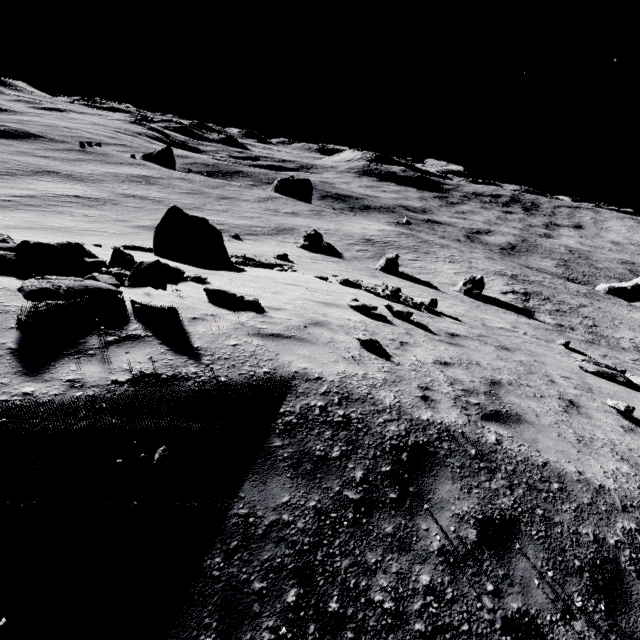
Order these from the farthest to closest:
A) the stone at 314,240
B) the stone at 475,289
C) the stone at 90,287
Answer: the stone at 314,240, the stone at 475,289, the stone at 90,287

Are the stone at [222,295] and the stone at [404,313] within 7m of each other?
yes

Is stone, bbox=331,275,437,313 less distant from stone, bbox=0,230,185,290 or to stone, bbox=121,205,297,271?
stone, bbox=121,205,297,271

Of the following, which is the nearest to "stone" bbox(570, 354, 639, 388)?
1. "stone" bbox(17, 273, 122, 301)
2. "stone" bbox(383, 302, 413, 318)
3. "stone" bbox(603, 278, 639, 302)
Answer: "stone" bbox(383, 302, 413, 318)

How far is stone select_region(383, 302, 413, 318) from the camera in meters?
10.7 m

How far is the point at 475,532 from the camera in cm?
338

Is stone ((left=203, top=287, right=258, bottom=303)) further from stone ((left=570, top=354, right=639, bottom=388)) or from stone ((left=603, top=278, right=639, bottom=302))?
stone ((left=603, top=278, right=639, bottom=302))

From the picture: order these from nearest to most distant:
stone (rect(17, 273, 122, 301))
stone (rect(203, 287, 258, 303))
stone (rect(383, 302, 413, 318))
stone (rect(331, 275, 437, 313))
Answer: stone (rect(17, 273, 122, 301))
stone (rect(203, 287, 258, 303))
stone (rect(383, 302, 413, 318))
stone (rect(331, 275, 437, 313))
